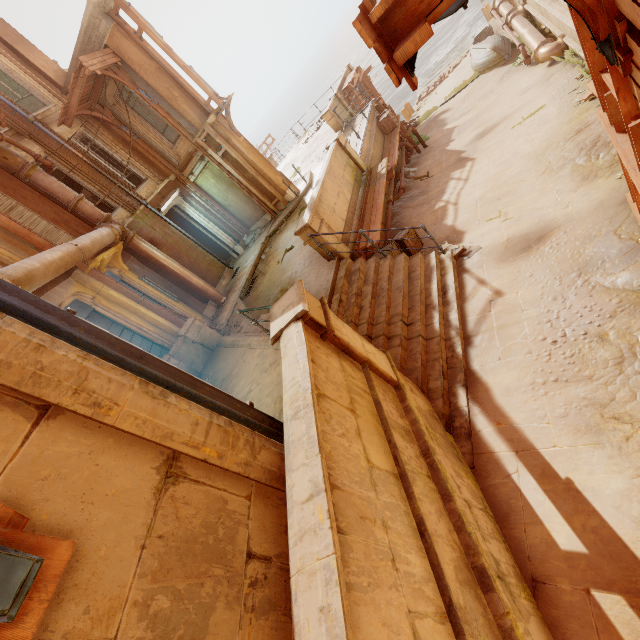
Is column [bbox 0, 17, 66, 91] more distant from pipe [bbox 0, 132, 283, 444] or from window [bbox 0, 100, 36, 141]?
→ pipe [bbox 0, 132, 283, 444]

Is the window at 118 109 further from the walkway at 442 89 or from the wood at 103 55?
the walkway at 442 89

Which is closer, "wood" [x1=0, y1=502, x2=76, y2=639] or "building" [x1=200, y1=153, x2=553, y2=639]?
"wood" [x1=0, y1=502, x2=76, y2=639]

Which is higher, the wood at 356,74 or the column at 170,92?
the column at 170,92

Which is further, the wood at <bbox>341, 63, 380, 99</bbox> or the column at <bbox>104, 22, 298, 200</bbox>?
the wood at <bbox>341, 63, 380, 99</bbox>

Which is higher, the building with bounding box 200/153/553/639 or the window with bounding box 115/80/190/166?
the window with bounding box 115/80/190/166

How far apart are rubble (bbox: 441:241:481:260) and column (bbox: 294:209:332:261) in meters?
1.3

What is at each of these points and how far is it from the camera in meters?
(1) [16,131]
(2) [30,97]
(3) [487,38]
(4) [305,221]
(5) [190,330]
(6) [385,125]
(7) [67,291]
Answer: (1) window, 11.0
(2) window, 11.9
(3) boat, 17.5
(4) column, 7.7
(5) column, 8.7
(6) crate, 13.7
(7) column, 7.8
